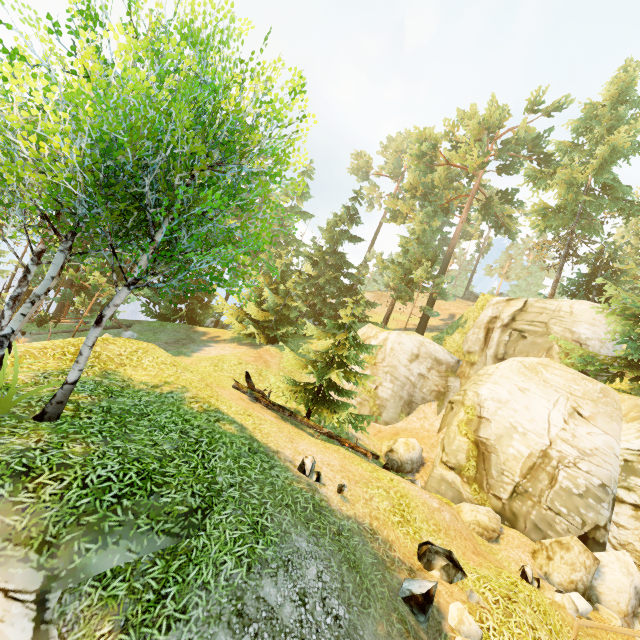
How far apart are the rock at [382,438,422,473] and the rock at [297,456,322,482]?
8.6 meters

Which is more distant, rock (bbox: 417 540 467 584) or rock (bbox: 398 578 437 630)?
rock (bbox: 417 540 467 584)

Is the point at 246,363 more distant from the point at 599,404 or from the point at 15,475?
the point at 599,404

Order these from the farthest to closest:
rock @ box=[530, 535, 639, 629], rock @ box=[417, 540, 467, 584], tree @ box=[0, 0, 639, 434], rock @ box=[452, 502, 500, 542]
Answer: rock @ box=[452, 502, 500, 542], rock @ box=[530, 535, 639, 629], rock @ box=[417, 540, 467, 584], tree @ box=[0, 0, 639, 434]

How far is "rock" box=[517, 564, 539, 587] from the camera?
9.6m

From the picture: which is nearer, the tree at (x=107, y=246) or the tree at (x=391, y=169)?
the tree at (x=107, y=246)

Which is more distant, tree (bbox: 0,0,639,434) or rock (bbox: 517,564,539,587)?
rock (bbox: 517,564,539,587)

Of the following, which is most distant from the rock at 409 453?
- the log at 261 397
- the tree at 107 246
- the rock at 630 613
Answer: the rock at 630 613
